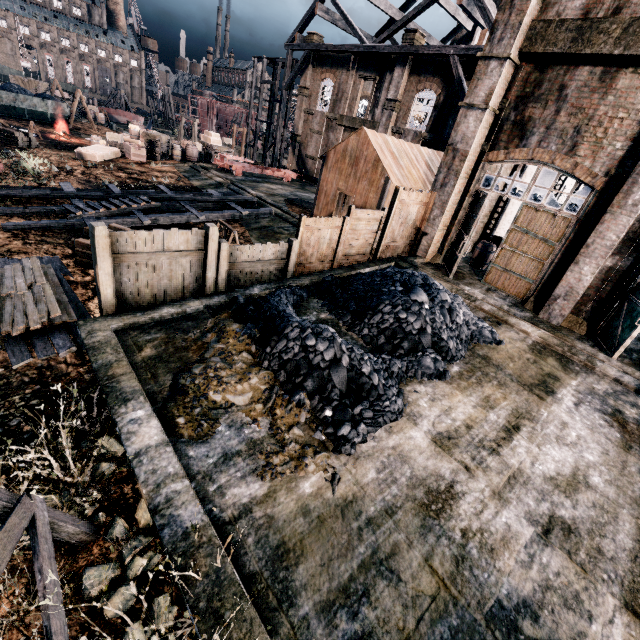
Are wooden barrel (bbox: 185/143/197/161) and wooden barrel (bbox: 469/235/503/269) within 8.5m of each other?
no

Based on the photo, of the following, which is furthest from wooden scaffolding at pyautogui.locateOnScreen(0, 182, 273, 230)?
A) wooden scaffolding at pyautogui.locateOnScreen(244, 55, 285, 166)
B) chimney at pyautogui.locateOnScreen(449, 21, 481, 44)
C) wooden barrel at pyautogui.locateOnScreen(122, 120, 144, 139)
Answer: chimney at pyautogui.locateOnScreen(449, 21, 481, 44)

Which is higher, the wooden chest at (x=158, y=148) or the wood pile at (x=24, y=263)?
the wooden chest at (x=158, y=148)

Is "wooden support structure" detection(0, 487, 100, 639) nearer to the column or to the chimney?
the column

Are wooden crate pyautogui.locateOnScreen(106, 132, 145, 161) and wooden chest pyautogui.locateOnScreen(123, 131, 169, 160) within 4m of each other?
yes

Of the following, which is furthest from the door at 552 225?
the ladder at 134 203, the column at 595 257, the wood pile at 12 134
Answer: the wood pile at 12 134

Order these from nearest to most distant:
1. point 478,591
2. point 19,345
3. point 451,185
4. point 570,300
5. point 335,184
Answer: point 478,591 < point 19,345 < point 570,300 < point 451,185 < point 335,184

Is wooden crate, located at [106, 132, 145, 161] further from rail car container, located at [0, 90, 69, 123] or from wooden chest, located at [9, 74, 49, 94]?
wooden chest, located at [9, 74, 49, 94]
